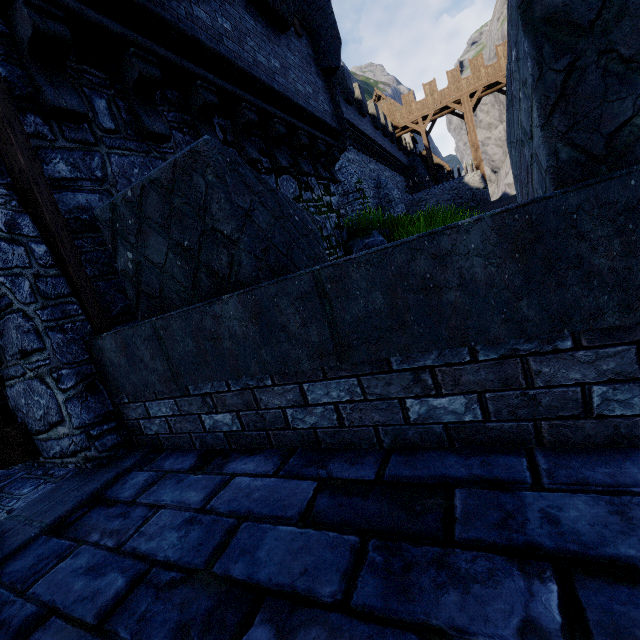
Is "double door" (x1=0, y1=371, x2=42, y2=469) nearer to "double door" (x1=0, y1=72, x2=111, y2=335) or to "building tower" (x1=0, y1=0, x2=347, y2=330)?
"building tower" (x1=0, y1=0, x2=347, y2=330)

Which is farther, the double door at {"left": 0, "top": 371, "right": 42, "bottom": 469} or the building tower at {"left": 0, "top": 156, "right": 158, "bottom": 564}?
the double door at {"left": 0, "top": 371, "right": 42, "bottom": 469}

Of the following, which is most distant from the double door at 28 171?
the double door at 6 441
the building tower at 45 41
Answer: the double door at 6 441

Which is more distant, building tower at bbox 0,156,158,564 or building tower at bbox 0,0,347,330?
building tower at bbox 0,0,347,330

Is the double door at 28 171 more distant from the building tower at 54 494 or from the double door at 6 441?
the double door at 6 441

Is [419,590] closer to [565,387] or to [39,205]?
[565,387]

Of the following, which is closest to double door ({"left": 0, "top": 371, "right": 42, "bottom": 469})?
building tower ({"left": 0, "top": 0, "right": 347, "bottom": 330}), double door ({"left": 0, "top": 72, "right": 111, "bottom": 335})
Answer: building tower ({"left": 0, "top": 0, "right": 347, "bottom": 330})
